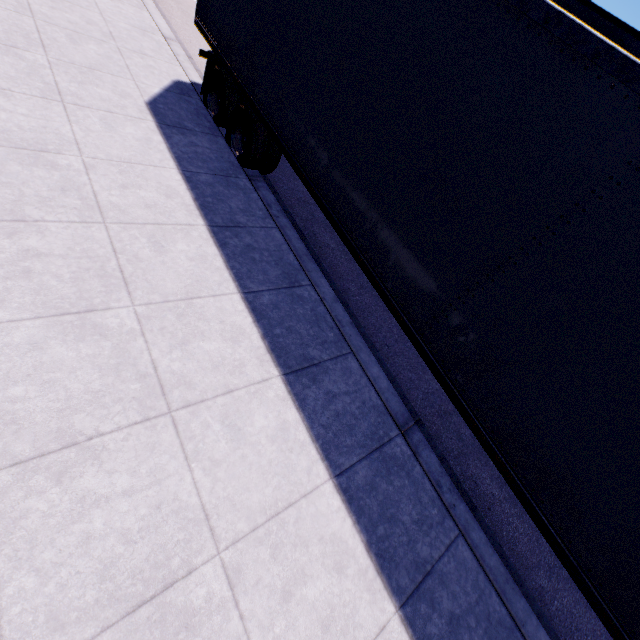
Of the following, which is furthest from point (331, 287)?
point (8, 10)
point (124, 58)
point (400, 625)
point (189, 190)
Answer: point (8, 10)
